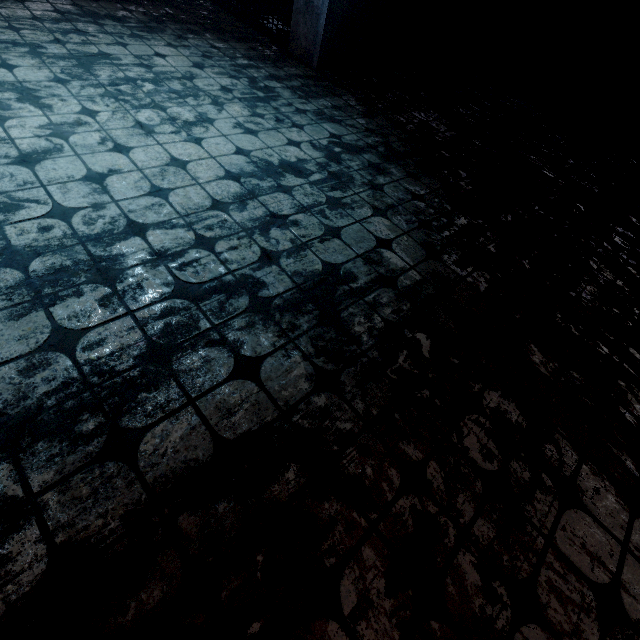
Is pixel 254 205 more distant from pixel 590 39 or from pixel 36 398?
pixel 590 39
